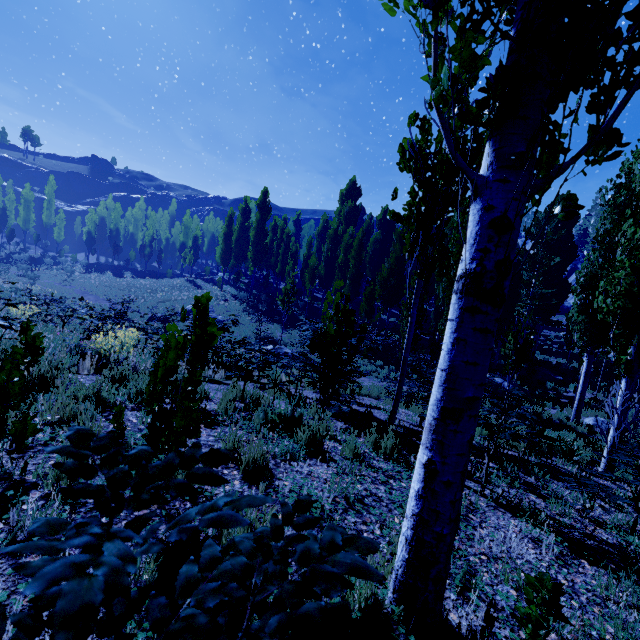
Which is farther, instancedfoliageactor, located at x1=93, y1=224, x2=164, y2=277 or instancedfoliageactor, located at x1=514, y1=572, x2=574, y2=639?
instancedfoliageactor, located at x1=93, y1=224, x2=164, y2=277

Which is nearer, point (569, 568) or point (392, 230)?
point (569, 568)

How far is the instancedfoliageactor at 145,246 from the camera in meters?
52.7 m

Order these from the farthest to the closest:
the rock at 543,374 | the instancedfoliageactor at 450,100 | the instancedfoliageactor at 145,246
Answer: the instancedfoliageactor at 145,246
the rock at 543,374
the instancedfoliageactor at 450,100

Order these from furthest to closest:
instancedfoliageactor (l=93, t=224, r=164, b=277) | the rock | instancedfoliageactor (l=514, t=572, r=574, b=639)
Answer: instancedfoliageactor (l=93, t=224, r=164, b=277), the rock, instancedfoliageactor (l=514, t=572, r=574, b=639)

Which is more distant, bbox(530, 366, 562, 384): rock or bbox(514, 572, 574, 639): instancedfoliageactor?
bbox(530, 366, 562, 384): rock

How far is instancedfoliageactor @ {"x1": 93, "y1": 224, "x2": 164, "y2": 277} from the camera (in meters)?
52.66
